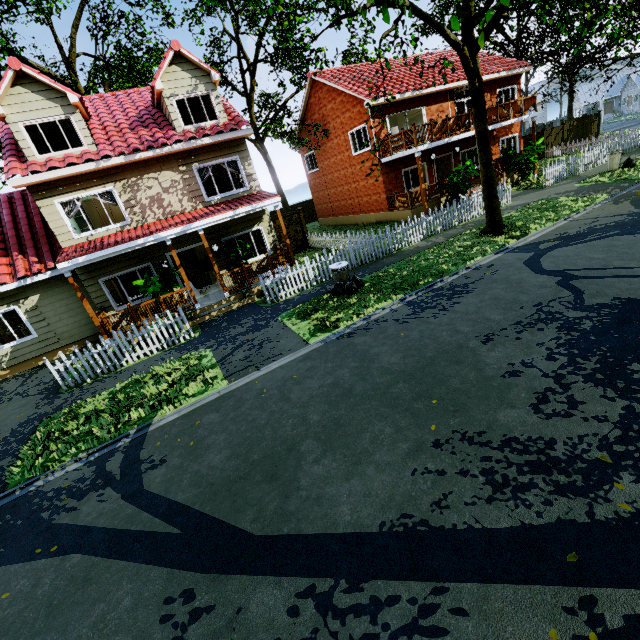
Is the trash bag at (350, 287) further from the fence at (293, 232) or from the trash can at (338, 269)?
the fence at (293, 232)

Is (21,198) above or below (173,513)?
above

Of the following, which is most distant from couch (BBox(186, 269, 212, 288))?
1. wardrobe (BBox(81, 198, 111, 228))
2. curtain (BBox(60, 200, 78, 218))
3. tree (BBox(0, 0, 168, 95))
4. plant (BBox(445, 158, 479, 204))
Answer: plant (BBox(445, 158, 479, 204))

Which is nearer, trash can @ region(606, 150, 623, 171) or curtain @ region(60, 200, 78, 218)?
curtain @ region(60, 200, 78, 218)

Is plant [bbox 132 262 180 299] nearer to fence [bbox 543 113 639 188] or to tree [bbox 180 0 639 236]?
fence [bbox 543 113 639 188]

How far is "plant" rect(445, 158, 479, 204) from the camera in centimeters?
1675cm

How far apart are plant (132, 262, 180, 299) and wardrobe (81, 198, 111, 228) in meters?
5.6 m

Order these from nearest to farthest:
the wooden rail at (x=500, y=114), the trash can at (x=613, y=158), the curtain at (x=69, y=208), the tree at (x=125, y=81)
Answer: the curtain at (x=69, y=208) < the trash can at (x=613, y=158) < the wooden rail at (x=500, y=114) < the tree at (x=125, y=81)
